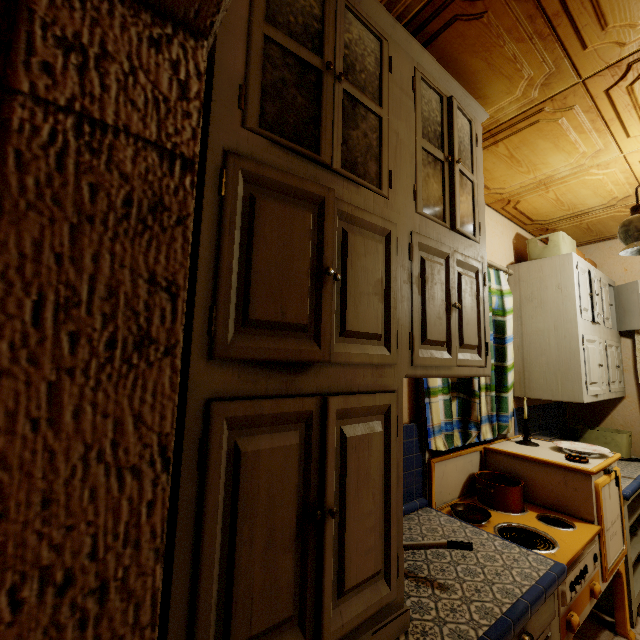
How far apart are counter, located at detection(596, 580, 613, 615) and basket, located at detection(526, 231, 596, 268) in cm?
131

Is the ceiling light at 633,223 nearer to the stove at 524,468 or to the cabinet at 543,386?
the cabinet at 543,386

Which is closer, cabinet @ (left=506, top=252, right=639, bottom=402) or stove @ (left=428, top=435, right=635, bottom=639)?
stove @ (left=428, top=435, right=635, bottom=639)

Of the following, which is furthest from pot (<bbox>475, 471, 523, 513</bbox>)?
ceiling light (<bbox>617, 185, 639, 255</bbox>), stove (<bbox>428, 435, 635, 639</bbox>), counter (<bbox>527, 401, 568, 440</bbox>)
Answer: ceiling light (<bbox>617, 185, 639, 255</bbox>)

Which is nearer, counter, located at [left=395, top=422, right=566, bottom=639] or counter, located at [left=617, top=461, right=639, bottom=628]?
counter, located at [left=395, top=422, right=566, bottom=639]

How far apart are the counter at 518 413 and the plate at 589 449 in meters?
0.3 m

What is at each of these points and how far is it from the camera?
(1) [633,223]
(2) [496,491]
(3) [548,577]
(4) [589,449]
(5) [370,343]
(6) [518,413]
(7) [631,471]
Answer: (1) ceiling light, 1.8m
(2) pot, 1.9m
(3) counter, 1.2m
(4) plate, 2.1m
(5) cabinet, 1.0m
(6) counter, 2.7m
(7) counter, 2.5m

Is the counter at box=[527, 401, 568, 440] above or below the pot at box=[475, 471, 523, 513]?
above
